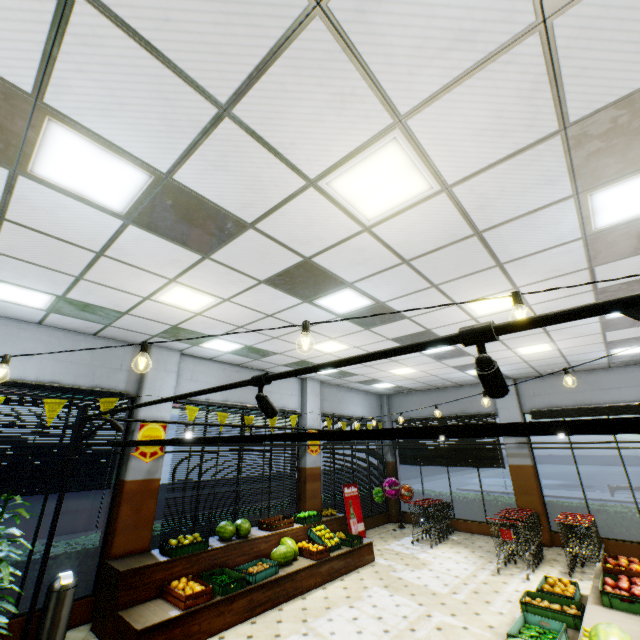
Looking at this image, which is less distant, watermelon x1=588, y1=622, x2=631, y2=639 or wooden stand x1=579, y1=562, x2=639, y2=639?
watermelon x1=588, y1=622, x2=631, y2=639

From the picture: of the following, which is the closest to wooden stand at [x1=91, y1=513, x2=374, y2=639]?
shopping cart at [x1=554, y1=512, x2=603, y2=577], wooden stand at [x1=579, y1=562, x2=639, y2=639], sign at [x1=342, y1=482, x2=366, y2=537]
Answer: sign at [x1=342, y1=482, x2=366, y2=537]

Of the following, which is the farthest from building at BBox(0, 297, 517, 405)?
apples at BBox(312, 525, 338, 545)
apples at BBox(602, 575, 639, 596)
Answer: apples at BBox(602, 575, 639, 596)

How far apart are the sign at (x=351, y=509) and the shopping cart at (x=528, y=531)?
3.9 meters

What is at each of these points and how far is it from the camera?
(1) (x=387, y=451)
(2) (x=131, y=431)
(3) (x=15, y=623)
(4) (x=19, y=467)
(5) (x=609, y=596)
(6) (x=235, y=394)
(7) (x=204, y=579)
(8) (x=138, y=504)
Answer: (1) building, 13.6 meters
(2) building, 6.7 meters
(3) building, 4.9 meters
(4) curtain, 5.3 meters
(5) fruit crate, 3.9 meters
(6) building, 8.9 meters
(7) fruit crate, 5.8 meters
(8) building, 6.3 meters

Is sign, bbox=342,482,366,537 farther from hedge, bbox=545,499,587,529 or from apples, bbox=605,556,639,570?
apples, bbox=605,556,639,570

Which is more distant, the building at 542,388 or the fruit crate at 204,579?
the building at 542,388

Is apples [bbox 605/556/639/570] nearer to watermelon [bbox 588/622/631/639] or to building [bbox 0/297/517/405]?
building [bbox 0/297/517/405]
